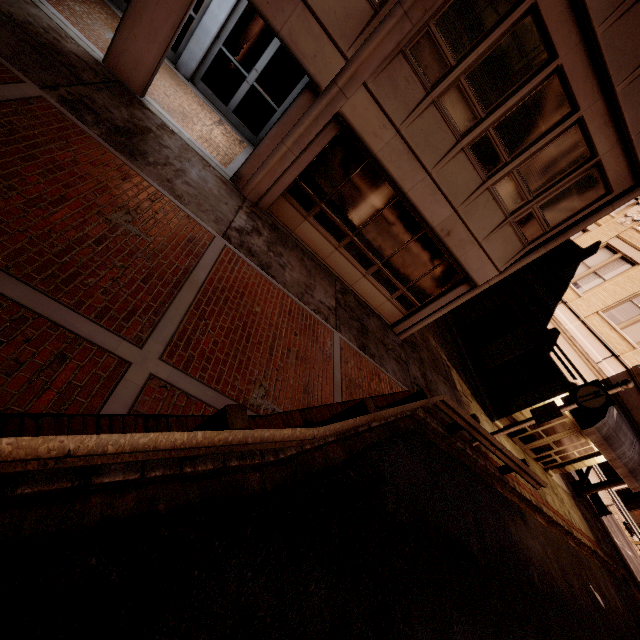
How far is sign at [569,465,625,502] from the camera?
19.5m

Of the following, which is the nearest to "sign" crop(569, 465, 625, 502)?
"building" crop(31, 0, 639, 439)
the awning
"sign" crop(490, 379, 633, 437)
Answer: the awning

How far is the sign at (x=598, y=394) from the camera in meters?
9.1 m

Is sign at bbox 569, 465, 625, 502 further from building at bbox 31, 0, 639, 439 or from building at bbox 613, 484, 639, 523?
building at bbox 31, 0, 639, 439

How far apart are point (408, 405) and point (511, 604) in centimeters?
555cm

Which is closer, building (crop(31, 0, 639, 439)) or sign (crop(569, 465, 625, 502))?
building (crop(31, 0, 639, 439))

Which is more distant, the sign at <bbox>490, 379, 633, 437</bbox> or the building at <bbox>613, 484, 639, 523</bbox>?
the building at <bbox>613, 484, 639, 523</bbox>

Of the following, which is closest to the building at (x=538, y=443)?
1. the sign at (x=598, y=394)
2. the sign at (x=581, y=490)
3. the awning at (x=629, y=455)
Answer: the awning at (x=629, y=455)
